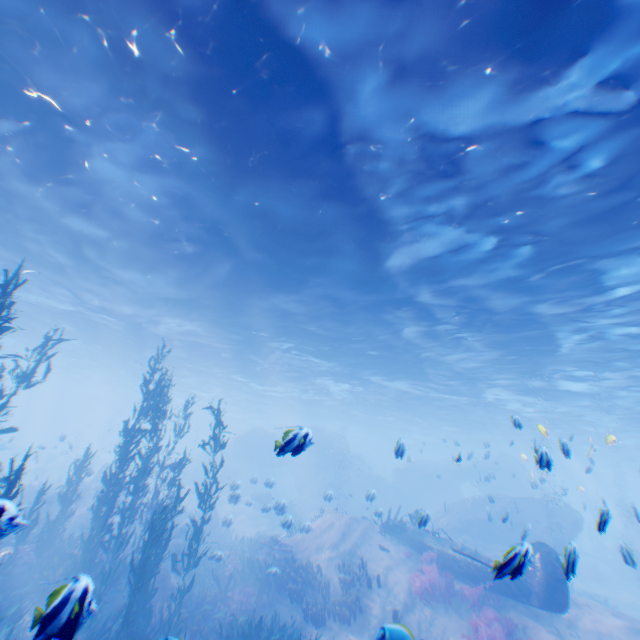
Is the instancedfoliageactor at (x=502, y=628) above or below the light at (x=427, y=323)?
below

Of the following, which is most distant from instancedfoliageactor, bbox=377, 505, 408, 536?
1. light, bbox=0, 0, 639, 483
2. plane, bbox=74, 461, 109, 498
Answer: plane, bbox=74, 461, 109, 498

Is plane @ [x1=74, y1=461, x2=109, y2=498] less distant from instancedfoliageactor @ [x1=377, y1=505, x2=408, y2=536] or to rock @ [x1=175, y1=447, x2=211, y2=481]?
rock @ [x1=175, y1=447, x2=211, y2=481]

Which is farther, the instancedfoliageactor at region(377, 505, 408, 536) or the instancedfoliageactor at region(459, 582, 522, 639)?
the instancedfoliageactor at region(377, 505, 408, 536)

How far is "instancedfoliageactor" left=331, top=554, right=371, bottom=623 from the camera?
11.52m

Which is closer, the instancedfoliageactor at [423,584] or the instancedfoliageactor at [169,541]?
the instancedfoliageactor at [169,541]

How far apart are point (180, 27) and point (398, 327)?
13.9 meters

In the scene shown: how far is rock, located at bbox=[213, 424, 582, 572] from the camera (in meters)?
17.39
